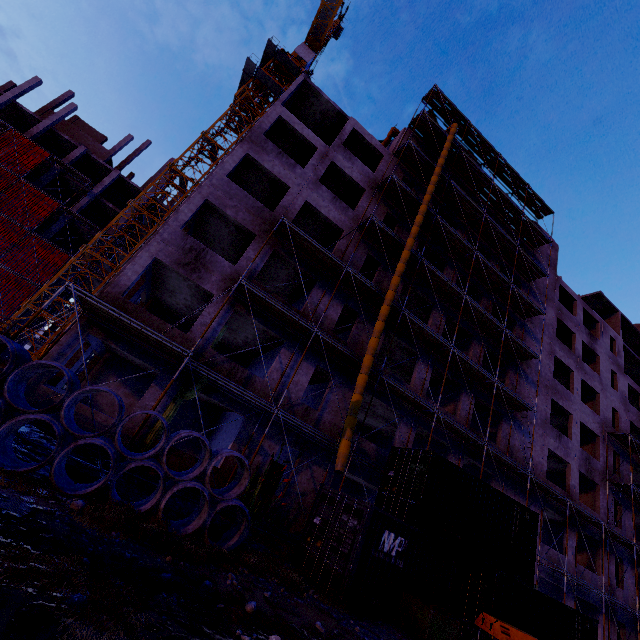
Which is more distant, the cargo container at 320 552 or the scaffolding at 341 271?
the scaffolding at 341 271

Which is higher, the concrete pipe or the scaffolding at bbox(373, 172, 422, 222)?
the scaffolding at bbox(373, 172, 422, 222)

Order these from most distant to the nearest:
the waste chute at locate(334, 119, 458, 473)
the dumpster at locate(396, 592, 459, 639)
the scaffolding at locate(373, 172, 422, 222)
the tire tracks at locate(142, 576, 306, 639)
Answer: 1. the scaffolding at locate(373, 172, 422, 222)
2. the waste chute at locate(334, 119, 458, 473)
3. the dumpster at locate(396, 592, 459, 639)
4. the tire tracks at locate(142, 576, 306, 639)

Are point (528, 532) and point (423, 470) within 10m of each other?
yes

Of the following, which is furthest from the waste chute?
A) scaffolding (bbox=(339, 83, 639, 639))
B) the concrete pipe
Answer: the concrete pipe

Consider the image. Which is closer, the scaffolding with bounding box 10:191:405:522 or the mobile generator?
the mobile generator

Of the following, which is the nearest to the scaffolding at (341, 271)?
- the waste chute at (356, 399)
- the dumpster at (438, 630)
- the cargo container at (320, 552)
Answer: the waste chute at (356, 399)

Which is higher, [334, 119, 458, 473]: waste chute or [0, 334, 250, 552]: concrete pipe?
[334, 119, 458, 473]: waste chute
